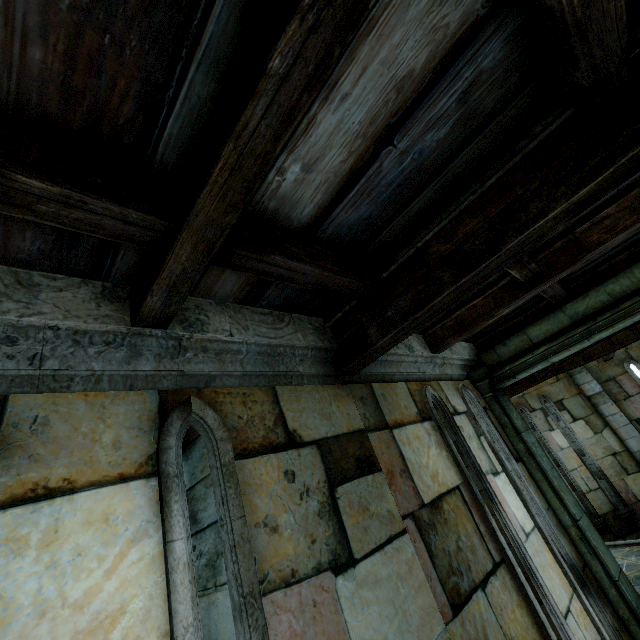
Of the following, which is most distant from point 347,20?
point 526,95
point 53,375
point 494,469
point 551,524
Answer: point 551,524
